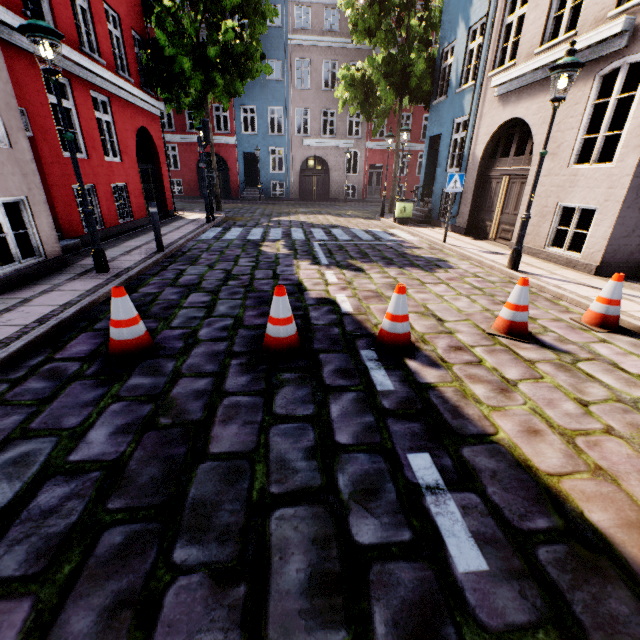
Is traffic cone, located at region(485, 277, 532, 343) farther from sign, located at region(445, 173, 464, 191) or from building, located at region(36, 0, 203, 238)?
building, located at region(36, 0, 203, 238)

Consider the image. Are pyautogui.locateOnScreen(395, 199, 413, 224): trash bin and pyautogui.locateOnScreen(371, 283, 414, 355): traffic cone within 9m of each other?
no

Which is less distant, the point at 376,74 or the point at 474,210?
the point at 474,210

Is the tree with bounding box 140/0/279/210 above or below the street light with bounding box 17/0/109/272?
above

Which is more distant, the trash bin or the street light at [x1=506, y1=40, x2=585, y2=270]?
the trash bin

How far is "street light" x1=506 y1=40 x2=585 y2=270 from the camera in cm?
537

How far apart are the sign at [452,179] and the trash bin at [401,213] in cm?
417

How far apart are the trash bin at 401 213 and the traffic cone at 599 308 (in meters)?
9.55
